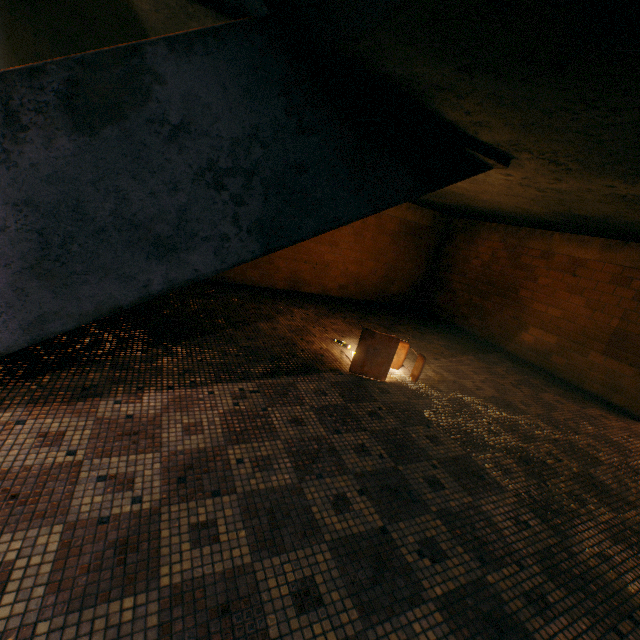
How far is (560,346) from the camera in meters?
5.4 m

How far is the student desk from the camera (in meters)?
3.62

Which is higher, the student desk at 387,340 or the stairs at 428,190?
the stairs at 428,190

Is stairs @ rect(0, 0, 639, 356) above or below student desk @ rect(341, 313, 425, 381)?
above

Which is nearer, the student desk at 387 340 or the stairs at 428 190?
the stairs at 428 190

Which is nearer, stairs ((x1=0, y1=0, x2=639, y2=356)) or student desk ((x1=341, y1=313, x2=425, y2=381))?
stairs ((x1=0, y1=0, x2=639, y2=356))
